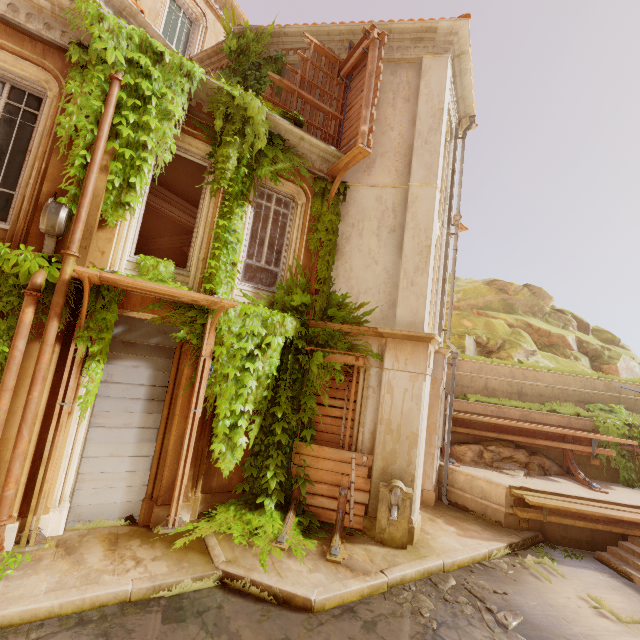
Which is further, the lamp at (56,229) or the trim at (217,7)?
the trim at (217,7)

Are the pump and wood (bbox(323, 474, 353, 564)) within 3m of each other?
yes

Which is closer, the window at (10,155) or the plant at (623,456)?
the window at (10,155)

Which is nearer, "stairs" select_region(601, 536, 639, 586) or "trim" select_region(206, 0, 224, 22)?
"stairs" select_region(601, 536, 639, 586)

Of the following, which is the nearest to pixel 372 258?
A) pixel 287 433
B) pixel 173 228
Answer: pixel 287 433

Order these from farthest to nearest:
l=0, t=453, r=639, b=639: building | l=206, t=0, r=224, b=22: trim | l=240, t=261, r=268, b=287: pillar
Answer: l=240, t=261, r=268, b=287: pillar → l=206, t=0, r=224, b=22: trim → l=0, t=453, r=639, b=639: building

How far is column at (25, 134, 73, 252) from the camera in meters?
5.2 m

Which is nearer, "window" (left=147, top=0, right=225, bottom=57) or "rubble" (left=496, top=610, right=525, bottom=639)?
"rubble" (left=496, top=610, right=525, bottom=639)
